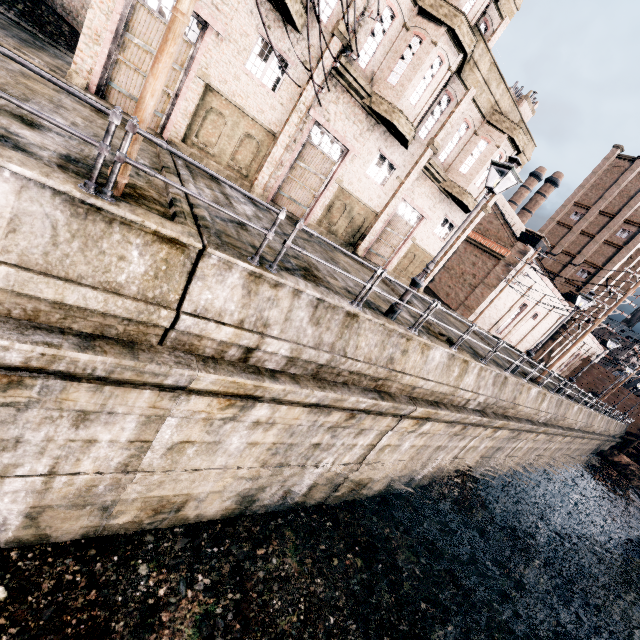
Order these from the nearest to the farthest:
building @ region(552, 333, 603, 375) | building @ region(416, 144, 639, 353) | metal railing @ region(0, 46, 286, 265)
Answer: metal railing @ region(0, 46, 286, 265) < building @ region(416, 144, 639, 353) < building @ region(552, 333, 603, 375)

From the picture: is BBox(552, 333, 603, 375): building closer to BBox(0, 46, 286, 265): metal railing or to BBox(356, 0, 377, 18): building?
BBox(356, 0, 377, 18): building

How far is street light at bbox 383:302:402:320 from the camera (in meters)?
10.70

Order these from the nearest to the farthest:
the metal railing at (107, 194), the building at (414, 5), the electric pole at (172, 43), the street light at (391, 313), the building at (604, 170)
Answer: the metal railing at (107, 194) < the electric pole at (172, 43) < the street light at (391, 313) < the building at (414, 5) < the building at (604, 170)

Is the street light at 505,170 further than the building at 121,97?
No

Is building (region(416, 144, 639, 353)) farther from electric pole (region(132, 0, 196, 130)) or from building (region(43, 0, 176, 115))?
electric pole (region(132, 0, 196, 130))

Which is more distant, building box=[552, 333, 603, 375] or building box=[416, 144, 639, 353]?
building box=[552, 333, 603, 375]

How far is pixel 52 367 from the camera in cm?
521
